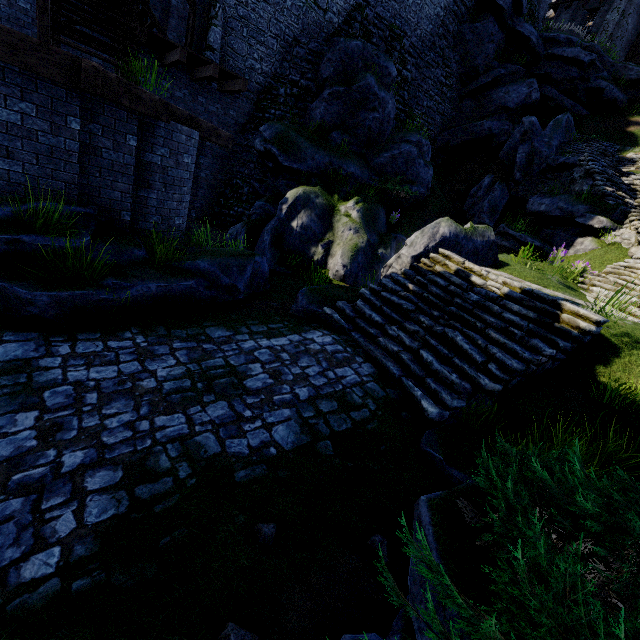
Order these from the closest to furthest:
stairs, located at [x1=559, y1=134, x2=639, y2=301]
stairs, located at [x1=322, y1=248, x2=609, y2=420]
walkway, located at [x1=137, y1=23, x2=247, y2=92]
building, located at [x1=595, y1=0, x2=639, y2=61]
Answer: stairs, located at [x1=322, y1=248, x2=609, y2=420], stairs, located at [x1=559, y1=134, x2=639, y2=301], walkway, located at [x1=137, y1=23, x2=247, y2=92], building, located at [x1=595, y1=0, x2=639, y2=61]

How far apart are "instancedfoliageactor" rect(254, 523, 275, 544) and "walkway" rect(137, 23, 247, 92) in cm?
1458

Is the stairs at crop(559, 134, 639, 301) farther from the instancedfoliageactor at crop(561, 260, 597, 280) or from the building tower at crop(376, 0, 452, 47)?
the building tower at crop(376, 0, 452, 47)

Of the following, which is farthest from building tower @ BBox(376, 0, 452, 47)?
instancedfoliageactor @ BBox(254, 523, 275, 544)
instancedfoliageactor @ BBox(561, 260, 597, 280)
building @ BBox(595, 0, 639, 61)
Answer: instancedfoliageactor @ BBox(254, 523, 275, 544)

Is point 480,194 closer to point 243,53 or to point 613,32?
point 243,53

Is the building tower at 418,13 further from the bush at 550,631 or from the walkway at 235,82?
the bush at 550,631

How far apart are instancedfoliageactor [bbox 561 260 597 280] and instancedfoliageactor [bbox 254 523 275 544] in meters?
11.5

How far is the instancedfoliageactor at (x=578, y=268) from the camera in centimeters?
971cm
